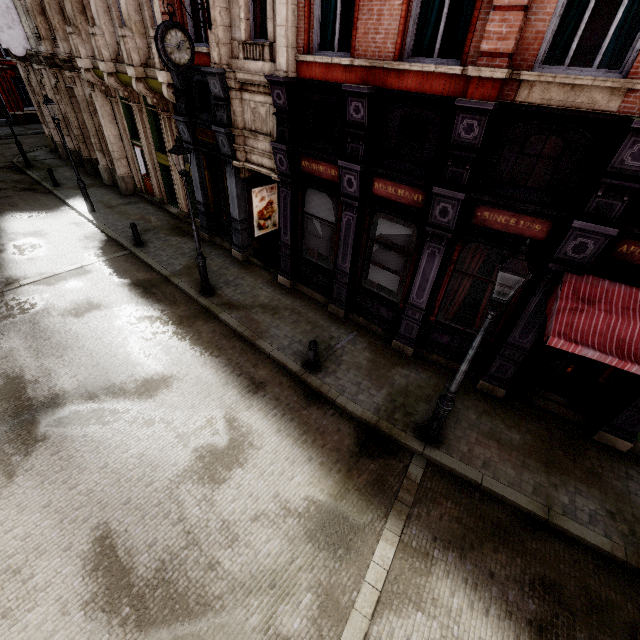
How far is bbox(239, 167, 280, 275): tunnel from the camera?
11.94m

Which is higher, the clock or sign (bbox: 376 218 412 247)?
the clock

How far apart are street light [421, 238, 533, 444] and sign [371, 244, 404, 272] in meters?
3.6

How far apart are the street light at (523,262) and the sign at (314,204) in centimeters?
539cm

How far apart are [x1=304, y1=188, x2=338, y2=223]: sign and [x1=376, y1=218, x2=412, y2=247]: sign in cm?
130

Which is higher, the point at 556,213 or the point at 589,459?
the point at 556,213

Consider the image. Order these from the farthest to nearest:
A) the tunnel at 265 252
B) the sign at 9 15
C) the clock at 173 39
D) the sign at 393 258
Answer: the sign at 9 15 < the tunnel at 265 252 < the sign at 393 258 < the clock at 173 39

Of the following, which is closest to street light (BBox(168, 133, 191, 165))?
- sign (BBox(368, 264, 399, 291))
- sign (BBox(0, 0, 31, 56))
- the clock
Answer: the clock
